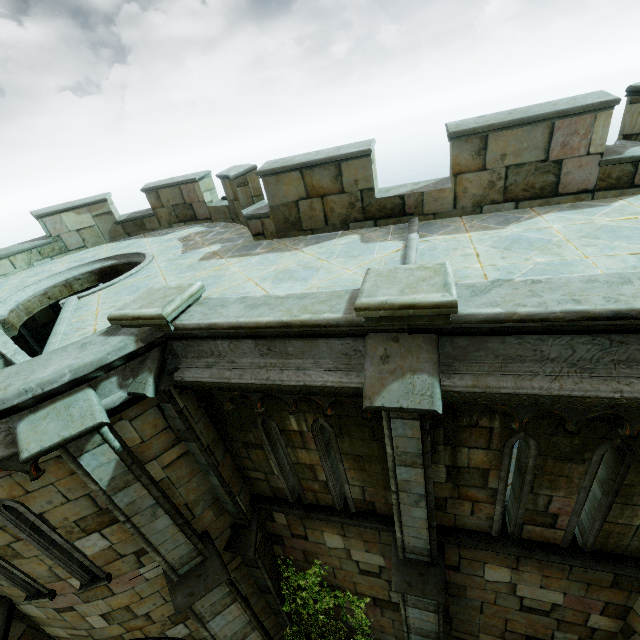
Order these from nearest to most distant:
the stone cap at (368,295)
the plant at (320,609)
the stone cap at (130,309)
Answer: the stone cap at (368,295) → the stone cap at (130,309) → the plant at (320,609)

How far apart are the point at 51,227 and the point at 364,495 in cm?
1241

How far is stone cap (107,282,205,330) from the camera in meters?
4.1 m

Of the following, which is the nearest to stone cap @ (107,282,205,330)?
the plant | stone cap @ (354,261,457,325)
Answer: stone cap @ (354,261,457,325)

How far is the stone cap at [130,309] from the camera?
4.1m

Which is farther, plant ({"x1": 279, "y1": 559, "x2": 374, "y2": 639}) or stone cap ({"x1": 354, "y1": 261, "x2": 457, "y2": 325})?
plant ({"x1": 279, "y1": 559, "x2": 374, "y2": 639})

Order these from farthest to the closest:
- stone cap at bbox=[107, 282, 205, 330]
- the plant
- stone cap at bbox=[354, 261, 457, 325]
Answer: the plant, stone cap at bbox=[107, 282, 205, 330], stone cap at bbox=[354, 261, 457, 325]

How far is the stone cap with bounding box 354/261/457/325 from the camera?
3.0m
